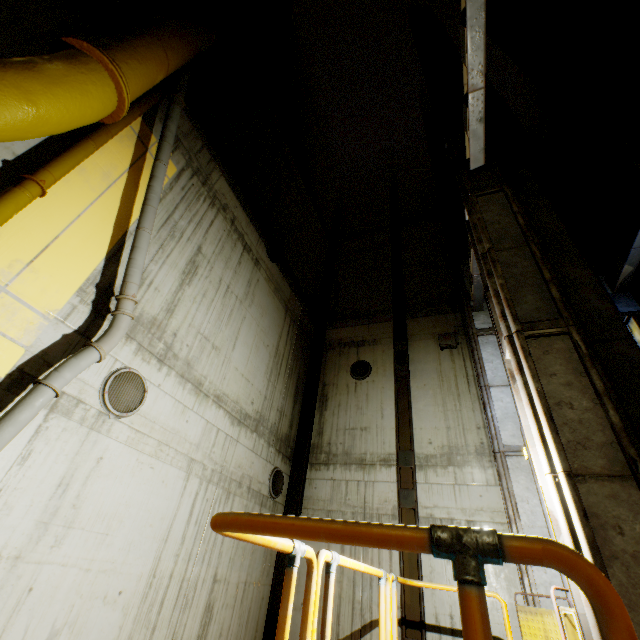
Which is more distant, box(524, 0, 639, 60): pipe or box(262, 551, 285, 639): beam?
box(262, 551, 285, 639): beam

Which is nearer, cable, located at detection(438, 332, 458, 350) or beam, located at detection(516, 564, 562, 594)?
beam, located at detection(516, 564, 562, 594)

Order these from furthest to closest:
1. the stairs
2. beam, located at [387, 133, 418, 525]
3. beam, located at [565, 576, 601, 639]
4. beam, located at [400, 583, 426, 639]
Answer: beam, located at [387, 133, 418, 525] → beam, located at [400, 583, 426, 639] → beam, located at [565, 576, 601, 639] → the stairs

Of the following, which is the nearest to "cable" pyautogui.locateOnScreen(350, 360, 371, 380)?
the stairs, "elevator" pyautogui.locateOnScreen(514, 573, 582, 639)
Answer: "elevator" pyautogui.locateOnScreen(514, 573, 582, 639)

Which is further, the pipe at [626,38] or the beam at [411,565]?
the beam at [411,565]

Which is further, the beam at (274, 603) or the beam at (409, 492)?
the beam at (409, 492)

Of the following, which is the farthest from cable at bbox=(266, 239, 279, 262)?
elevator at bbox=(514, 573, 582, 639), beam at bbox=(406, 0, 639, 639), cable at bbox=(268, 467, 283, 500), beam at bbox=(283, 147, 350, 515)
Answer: elevator at bbox=(514, 573, 582, 639)

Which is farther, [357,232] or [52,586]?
[357,232]
